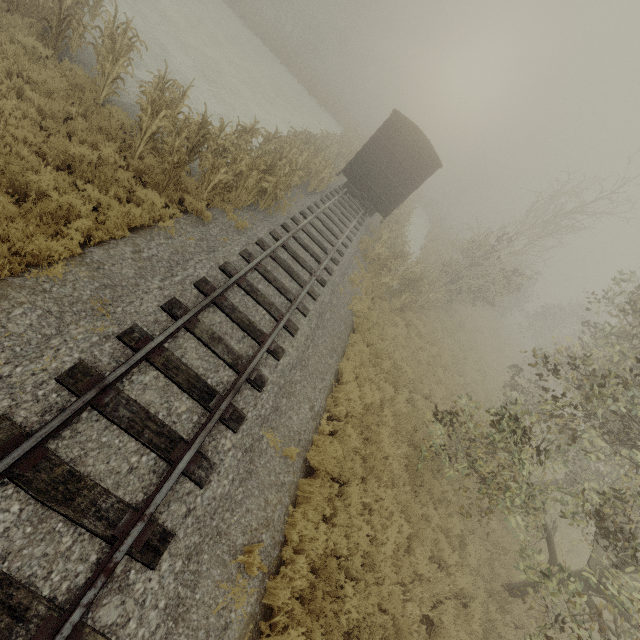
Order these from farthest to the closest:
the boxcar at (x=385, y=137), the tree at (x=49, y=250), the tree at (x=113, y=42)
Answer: the boxcar at (x=385, y=137) → the tree at (x=113, y=42) → the tree at (x=49, y=250)

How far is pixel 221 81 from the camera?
18.42m

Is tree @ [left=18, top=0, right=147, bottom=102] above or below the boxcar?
below

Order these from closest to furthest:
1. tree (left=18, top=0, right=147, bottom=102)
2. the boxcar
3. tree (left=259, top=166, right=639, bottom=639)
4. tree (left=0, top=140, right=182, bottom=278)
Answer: tree (left=0, top=140, right=182, bottom=278), tree (left=259, top=166, right=639, bottom=639), tree (left=18, top=0, right=147, bottom=102), the boxcar

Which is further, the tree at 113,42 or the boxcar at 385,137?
the boxcar at 385,137

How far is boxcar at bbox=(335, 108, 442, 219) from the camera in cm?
1508

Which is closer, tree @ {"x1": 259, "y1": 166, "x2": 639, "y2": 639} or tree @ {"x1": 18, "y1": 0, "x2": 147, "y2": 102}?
tree @ {"x1": 259, "y1": 166, "x2": 639, "y2": 639}
